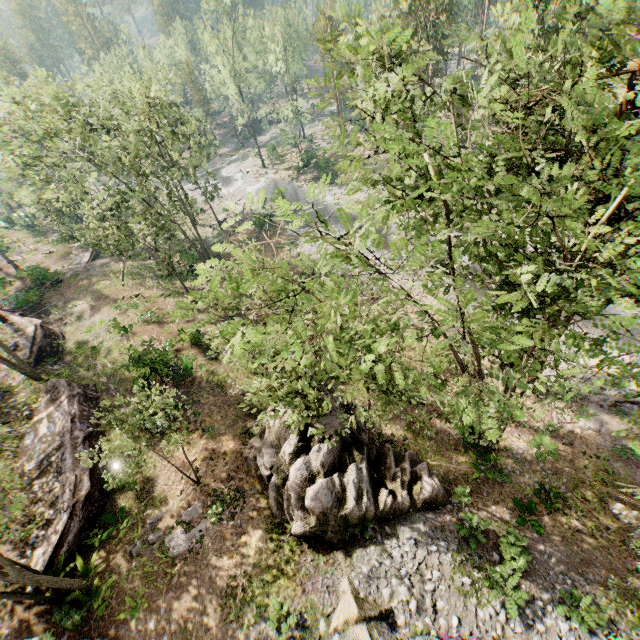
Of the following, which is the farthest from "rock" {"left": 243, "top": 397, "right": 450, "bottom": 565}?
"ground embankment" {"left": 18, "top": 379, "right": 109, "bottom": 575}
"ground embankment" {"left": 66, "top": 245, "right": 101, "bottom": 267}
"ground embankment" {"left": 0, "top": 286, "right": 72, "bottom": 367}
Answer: "ground embankment" {"left": 66, "top": 245, "right": 101, "bottom": 267}

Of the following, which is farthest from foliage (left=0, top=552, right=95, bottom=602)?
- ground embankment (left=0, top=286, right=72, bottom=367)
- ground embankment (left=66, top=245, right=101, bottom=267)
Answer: ground embankment (left=0, top=286, right=72, bottom=367)

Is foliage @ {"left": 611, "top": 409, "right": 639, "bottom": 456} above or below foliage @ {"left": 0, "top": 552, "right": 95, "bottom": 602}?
above

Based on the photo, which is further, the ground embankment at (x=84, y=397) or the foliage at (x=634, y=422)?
the ground embankment at (x=84, y=397)

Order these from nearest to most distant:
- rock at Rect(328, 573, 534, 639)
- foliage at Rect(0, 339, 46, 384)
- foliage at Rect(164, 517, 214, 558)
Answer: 1. rock at Rect(328, 573, 534, 639)
2. foliage at Rect(164, 517, 214, 558)
3. foliage at Rect(0, 339, 46, 384)

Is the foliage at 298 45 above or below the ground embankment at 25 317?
above

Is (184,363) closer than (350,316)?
No

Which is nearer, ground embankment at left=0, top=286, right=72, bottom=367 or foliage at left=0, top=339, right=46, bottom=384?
foliage at left=0, top=339, right=46, bottom=384
